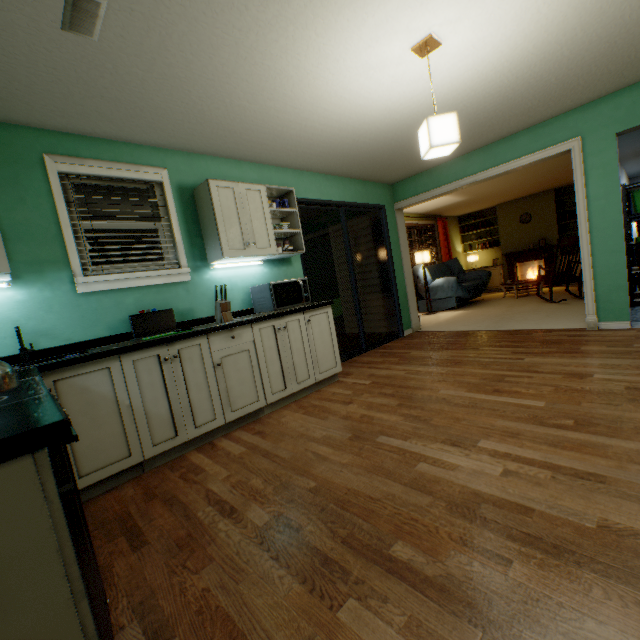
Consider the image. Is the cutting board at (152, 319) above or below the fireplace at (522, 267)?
above

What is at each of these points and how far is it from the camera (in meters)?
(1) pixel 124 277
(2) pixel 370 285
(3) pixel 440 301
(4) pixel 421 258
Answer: (1) window, 2.56
(2) building, 6.02
(3) sofa, 7.52
(4) lamp, 7.11

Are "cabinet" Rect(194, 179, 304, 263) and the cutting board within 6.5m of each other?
yes

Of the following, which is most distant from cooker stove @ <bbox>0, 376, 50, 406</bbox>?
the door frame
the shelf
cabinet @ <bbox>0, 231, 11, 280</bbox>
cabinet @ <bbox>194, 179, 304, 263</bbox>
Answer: the shelf

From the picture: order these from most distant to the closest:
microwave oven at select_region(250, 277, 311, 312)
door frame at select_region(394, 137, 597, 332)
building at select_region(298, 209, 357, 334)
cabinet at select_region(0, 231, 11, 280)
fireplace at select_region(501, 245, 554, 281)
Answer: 1. fireplace at select_region(501, 245, 554, 281)
2. building at select_region(298, 209, 357, 334)
3. door frame at select_region(394, 137, 597, 332)
4. microwave oven at select_region(250, 277, 311, 312)
5. cabinet at select_region(0, 231, 11, 280)

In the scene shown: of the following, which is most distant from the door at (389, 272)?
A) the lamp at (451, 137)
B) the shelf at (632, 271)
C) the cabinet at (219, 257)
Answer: the shelf at (632, 271)

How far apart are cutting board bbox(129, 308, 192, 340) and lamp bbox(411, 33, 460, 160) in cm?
230

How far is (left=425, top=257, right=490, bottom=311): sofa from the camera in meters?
7.1
